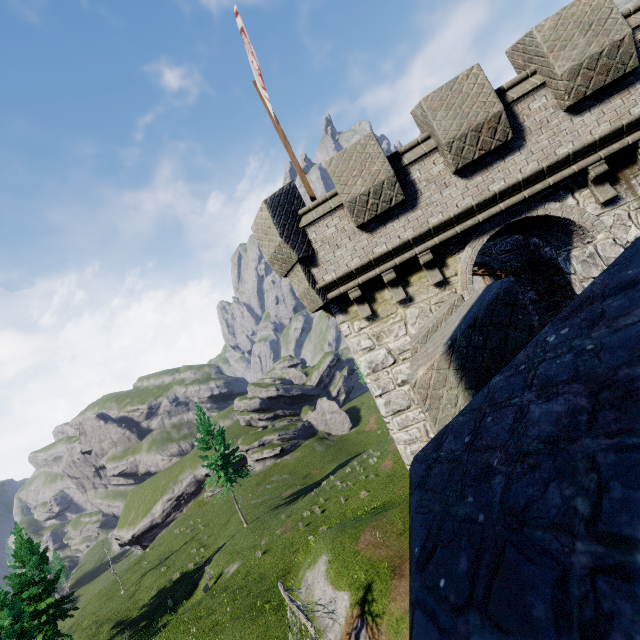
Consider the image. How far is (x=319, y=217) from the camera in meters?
8.5 m
